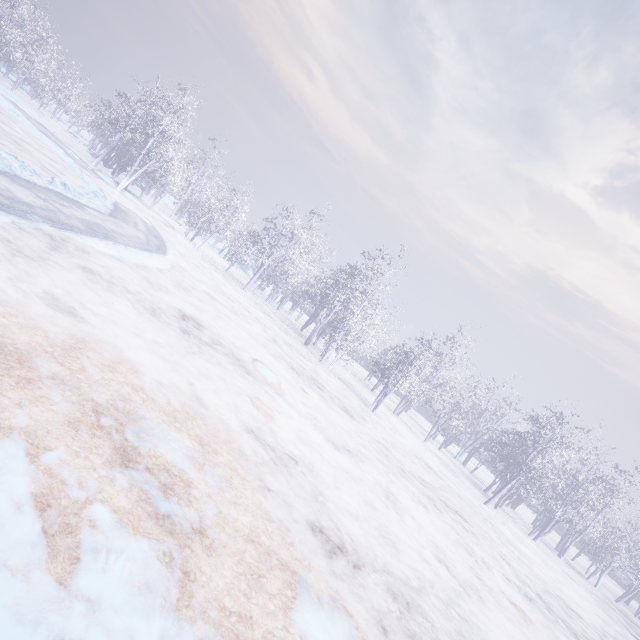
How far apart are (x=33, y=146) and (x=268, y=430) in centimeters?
1628cm
